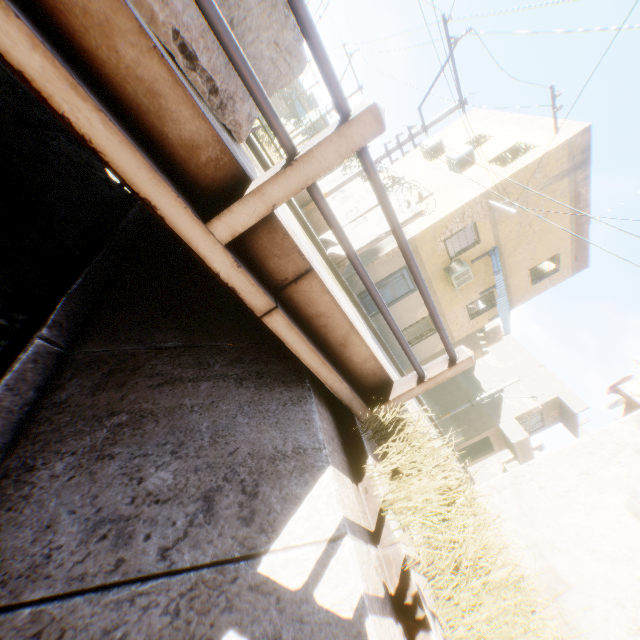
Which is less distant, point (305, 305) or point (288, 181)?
point (288, 181)

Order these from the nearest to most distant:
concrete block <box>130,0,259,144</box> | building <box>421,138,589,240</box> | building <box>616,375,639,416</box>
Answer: concrete block <box>130,0,259,144</box>
building <box>616,375,639,416</box>
building <box>421,138,589,240</box>

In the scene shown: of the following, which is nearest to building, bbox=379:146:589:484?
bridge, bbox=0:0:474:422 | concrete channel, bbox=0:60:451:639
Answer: concrete channel, bbox=0:60:451:639

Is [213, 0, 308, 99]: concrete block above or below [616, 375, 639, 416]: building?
below

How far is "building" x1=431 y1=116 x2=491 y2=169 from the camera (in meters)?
13.09

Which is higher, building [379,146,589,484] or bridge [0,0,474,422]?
building [379,146,589,484]

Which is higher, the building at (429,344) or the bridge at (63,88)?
the building at (429,344)

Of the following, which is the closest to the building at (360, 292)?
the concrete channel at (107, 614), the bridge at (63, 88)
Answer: the concrete channel at (107, 614)
